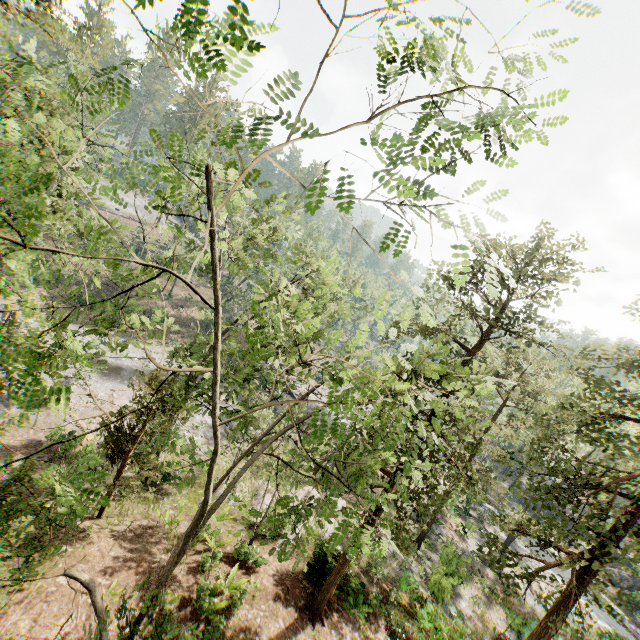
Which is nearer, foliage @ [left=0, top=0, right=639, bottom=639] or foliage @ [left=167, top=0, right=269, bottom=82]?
foliage @ [left=167, top=0, right=269, bottom=82]

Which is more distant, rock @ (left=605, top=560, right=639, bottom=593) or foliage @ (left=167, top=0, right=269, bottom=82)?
rock @ (left=605, top=560, right=639, bottom=593)

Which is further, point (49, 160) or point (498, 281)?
point (498, 281)

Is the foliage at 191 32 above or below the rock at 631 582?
above

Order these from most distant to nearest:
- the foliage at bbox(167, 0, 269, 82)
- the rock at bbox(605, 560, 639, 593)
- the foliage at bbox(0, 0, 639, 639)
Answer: the rock at bbox(605, 560, 639, 593), the foliage at bbox(0, 0, 639, 639), the foliage at bbox(167, 0, 269, 82)

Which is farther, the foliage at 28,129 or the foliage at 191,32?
the foliage at 28,129

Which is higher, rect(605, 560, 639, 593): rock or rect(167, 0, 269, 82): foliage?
rect(167, 0, 269, 82): foliage
